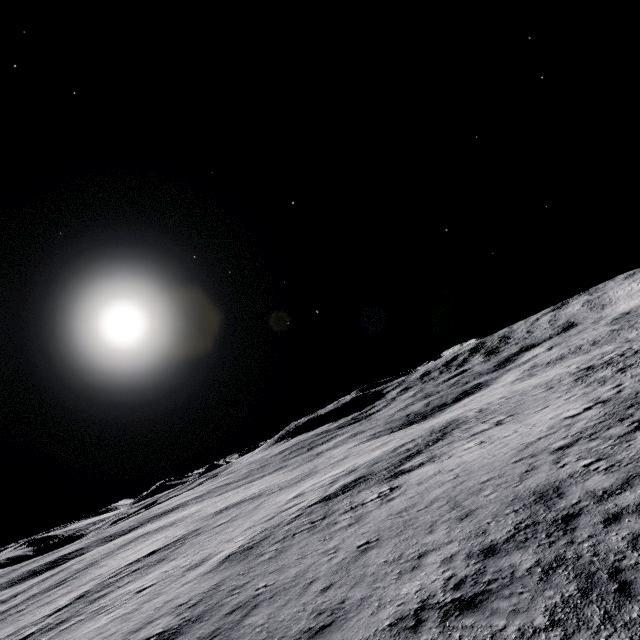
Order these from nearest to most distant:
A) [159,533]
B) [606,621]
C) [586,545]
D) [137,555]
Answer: [606,621]
[586,545]
[137,555]
[159,533]
